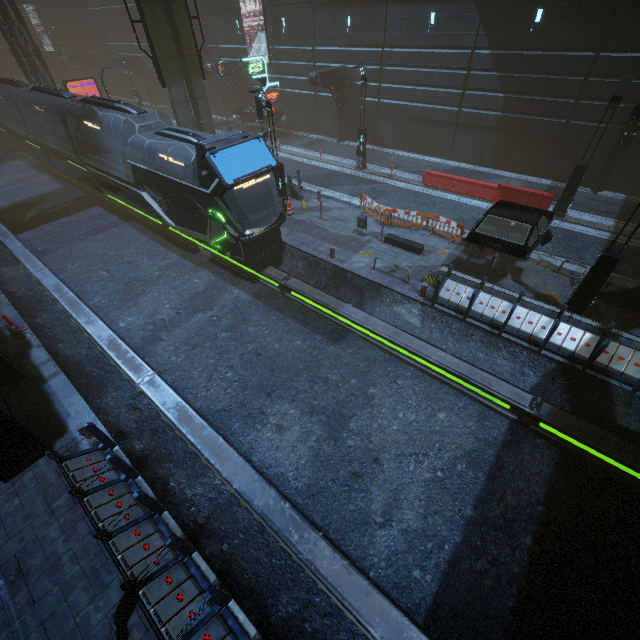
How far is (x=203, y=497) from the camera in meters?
8.3

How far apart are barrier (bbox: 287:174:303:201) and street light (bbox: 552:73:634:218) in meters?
12.8 m

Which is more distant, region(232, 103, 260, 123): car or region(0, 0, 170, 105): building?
region(232, 103, 260, 123): car

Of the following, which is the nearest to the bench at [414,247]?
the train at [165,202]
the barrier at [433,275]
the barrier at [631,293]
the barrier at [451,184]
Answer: the barrier at [433,275]

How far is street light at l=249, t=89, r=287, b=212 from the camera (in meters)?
14.13

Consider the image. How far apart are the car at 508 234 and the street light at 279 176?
9.52m

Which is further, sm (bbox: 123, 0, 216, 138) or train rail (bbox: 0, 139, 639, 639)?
sm (bbox: 123, 0, 216, 138)

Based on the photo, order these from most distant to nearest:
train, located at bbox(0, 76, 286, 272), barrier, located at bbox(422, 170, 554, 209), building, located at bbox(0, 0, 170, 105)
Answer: building, located at bbox(0, 0, 170, 105) < barrier, located at bbox(422, 170, 554, 209) < train, located at bbox(0, 76, 286, 272)
